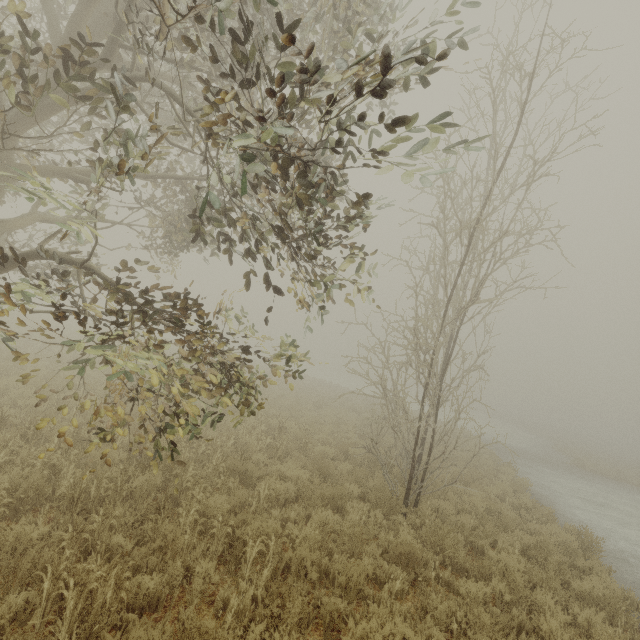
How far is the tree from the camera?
4.7 meters

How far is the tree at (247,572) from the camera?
4.7m

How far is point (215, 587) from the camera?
4.6m
